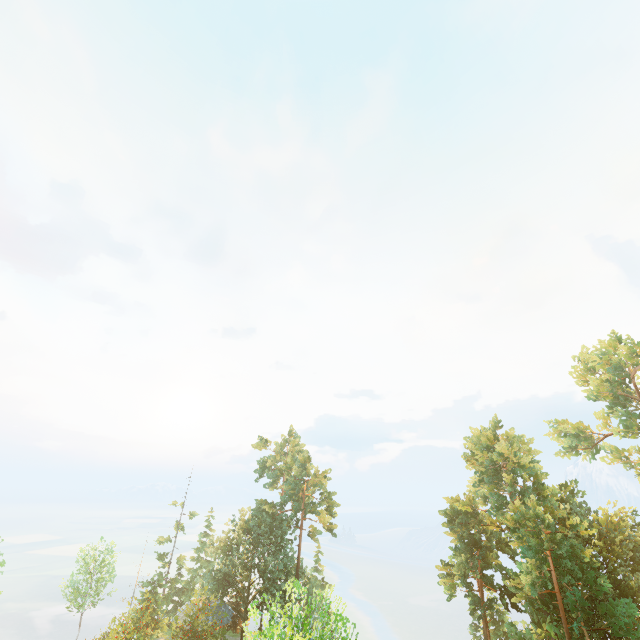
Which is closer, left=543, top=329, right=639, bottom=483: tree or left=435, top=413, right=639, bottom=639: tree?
left=435, top=413, right=639, bottom=639: tree

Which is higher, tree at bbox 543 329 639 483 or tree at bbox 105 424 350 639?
tree at bbox 543 329 639 483

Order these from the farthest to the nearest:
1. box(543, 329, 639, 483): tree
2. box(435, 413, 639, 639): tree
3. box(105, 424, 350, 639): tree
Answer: box(543, 329, 639, 483): tree → box(435, 413, 639, 639): tree → box(105, 424, 350, 639): tree

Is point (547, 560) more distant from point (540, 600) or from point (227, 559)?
point (227, 559)

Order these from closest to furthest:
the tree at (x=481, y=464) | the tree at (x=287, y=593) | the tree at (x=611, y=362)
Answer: the tree at (x=287, y=593)
the tree at (x=481, y=464)
the tree at (x=611, y=362)

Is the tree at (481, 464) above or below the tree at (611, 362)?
below
